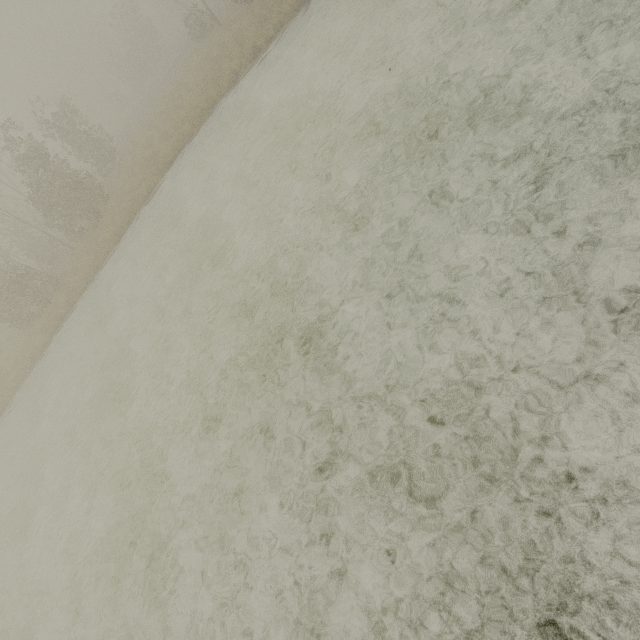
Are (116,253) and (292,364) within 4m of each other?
no
